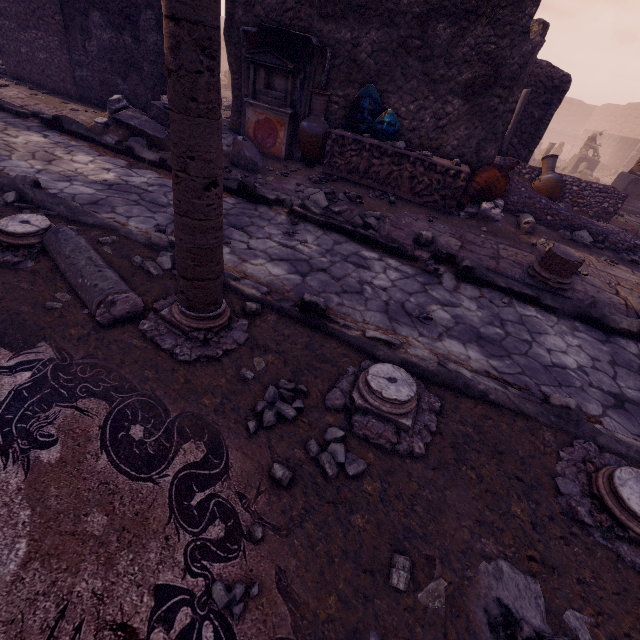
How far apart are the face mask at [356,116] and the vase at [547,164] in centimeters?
439cm

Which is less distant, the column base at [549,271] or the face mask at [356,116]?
the column base at [549,271]

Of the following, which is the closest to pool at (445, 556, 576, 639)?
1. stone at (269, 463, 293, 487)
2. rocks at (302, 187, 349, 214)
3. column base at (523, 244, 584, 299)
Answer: stone at (269, 463, 293, 487)

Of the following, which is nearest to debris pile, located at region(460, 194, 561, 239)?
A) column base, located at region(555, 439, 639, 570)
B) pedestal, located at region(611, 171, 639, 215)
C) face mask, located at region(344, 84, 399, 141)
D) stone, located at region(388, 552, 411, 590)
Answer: face mask, located at region(344, 84, 399, 141)

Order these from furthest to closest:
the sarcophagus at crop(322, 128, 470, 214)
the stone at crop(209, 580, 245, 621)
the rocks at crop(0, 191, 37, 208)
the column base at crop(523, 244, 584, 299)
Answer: the sarcophagus at crop(322, 128, 470, 214) → the column base at crop(523, 244, 584, 299) → the rocks at crop(0, 191, 37, 208) → the stone at crop(209, 580, 245, 621)

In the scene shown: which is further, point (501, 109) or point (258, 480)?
point (501, 109)

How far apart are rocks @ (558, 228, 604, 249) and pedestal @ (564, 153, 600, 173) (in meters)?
14.46

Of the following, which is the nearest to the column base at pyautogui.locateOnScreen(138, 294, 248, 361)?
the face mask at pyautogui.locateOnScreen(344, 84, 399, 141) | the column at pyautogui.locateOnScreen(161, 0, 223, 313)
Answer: the column at pyautogui.locateOnScreen(161, 0, 223, 313)
